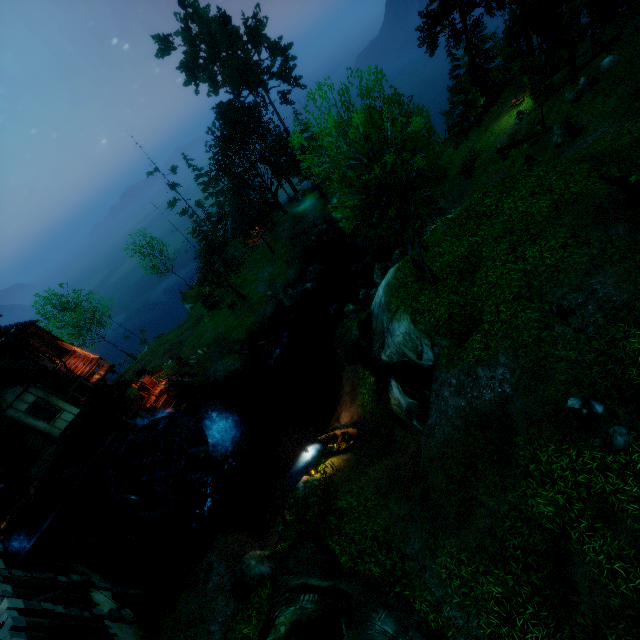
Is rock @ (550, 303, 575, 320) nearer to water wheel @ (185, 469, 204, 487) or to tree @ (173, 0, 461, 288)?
tree @ (173, 0, 461, 288)

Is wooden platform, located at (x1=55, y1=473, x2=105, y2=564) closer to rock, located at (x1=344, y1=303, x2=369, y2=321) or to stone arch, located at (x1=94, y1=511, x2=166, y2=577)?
stone arch, located at (x1=94, y1=511, x2=166, y2=577)

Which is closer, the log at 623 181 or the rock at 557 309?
the rock at 557 309

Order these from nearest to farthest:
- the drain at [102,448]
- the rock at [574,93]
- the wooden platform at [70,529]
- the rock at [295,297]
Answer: the drain at [102,448] < the wooden platform at [70,529] < the rock at [574,93] < the rock at [295,297]

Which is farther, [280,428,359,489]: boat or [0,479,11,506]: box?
[280,428,359,489]: boat

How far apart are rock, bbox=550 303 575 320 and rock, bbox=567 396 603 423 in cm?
248

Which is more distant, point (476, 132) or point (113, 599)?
point (476, 132)

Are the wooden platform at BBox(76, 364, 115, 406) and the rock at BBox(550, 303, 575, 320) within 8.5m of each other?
no
